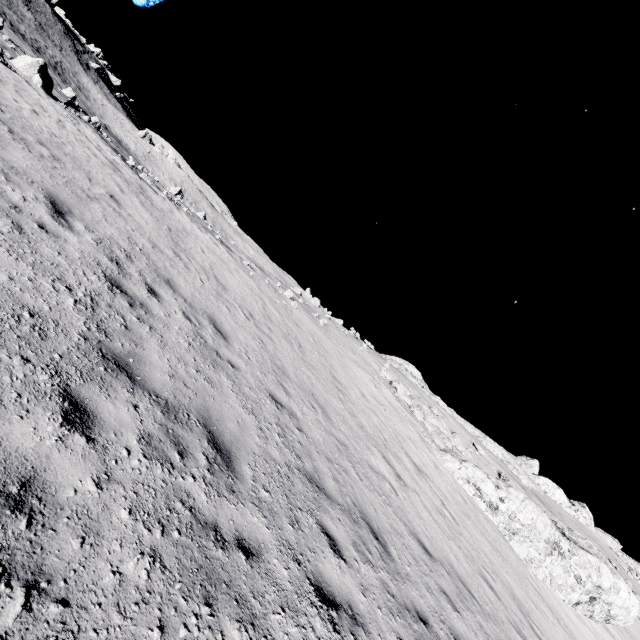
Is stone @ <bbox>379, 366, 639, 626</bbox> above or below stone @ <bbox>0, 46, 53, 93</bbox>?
above

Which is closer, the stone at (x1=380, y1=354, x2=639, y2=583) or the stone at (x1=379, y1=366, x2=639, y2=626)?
the stone at (x1=379, y1=366, x2=639, y2=626)

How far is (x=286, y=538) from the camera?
4.3m

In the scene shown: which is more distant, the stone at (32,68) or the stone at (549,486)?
the stone at (549,486)

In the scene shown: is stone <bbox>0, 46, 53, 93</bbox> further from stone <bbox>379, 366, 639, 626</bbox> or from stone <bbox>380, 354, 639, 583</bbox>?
stone <bbox>380, 354, 639, 583</bbox>

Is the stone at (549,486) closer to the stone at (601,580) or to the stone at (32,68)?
the stone at (601,580)
